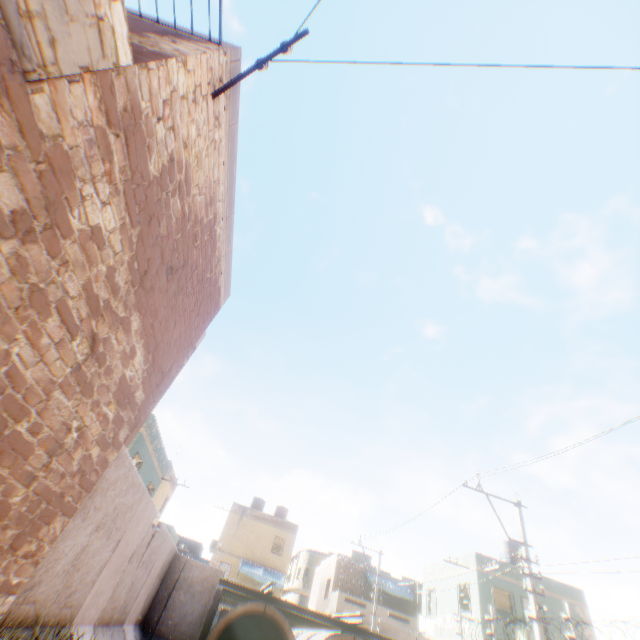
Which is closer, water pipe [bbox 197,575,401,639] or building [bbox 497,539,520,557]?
water pipe [bbox 197,575,401,639]

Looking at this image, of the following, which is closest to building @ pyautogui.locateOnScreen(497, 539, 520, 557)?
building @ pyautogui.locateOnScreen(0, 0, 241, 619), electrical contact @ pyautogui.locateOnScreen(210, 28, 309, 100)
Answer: building @ pyautogui.locateOnScreen(0, 0, 241, 619)

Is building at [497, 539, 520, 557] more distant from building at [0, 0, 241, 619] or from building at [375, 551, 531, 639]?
building at [0, 0, 241, 619]

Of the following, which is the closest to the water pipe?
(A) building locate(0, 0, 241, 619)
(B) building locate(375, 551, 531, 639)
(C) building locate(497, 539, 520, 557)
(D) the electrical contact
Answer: (B) building locate(375, 551, 531, 639)

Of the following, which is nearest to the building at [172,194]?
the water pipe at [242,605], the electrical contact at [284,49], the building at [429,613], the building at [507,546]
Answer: the electrical contact at [284,49]

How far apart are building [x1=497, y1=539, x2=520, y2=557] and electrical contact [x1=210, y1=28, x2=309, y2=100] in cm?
2903

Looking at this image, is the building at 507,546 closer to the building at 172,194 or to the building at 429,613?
the building at 429,613

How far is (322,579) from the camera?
31.2 meters
